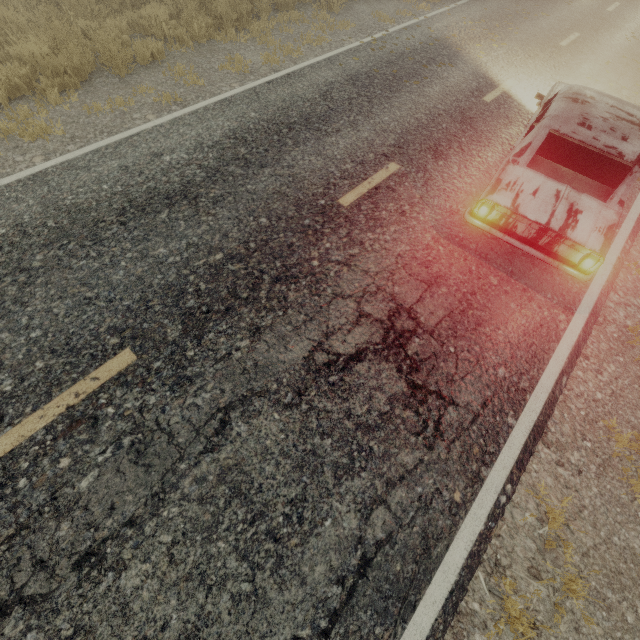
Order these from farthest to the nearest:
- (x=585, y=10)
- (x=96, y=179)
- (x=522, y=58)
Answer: (x=585, y=10)
(x=522, y=58)
(x=96, y=179)
